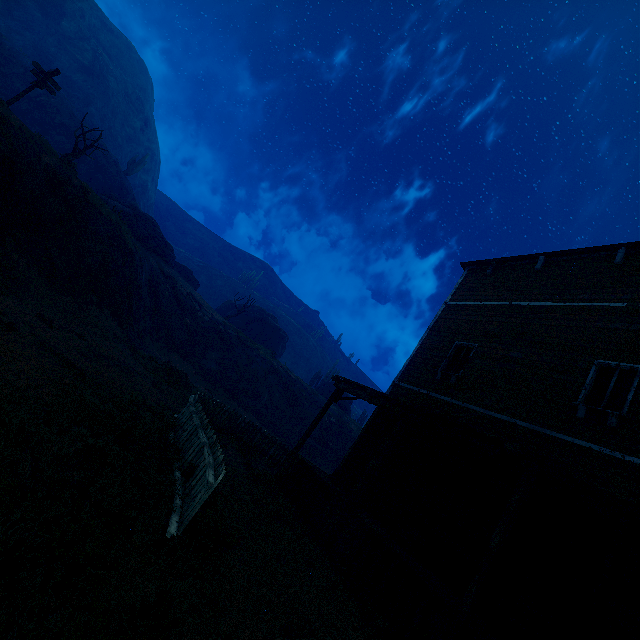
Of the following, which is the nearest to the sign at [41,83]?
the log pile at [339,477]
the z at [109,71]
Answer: the z at [109,71]

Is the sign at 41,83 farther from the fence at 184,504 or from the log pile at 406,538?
the log pile at 406,538

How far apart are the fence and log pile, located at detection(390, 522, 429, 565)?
5.1m

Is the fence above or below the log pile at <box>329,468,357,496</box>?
below

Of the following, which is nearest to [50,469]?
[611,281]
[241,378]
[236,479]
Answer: [236,479]

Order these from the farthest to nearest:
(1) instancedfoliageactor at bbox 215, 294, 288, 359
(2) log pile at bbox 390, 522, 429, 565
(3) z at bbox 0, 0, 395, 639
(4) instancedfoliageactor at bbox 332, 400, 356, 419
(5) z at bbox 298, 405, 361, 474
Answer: (1) instancedfoliageactor at bbox 215, 294, 288, 359 → (4) instancedfoliageactor at bbox 332, 400, 356, 419 → (5) z at bbox 298, 405, 361, 474 → (2) log pile at bbox 390, 522, 429, 565 → (3) z at bbox 0, 0, 395, 639

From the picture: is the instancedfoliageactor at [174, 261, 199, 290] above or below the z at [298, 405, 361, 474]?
above

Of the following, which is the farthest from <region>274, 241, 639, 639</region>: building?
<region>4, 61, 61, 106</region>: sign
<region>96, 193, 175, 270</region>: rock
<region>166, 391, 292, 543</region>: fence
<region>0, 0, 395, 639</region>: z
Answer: <region>96, 193, 175, 270</region>: rock
